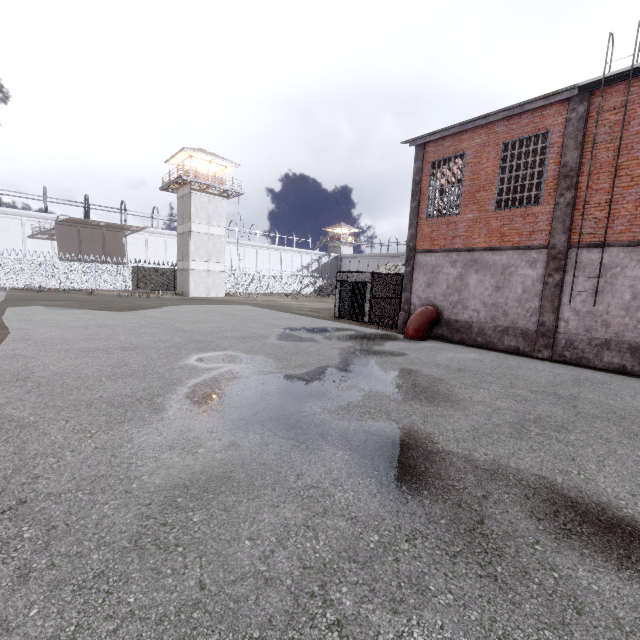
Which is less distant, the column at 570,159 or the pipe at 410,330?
the column at 570,159

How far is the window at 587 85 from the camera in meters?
9.9 m

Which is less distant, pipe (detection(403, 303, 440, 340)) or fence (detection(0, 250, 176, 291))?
pipe (detection(403, 303, 440, 340))

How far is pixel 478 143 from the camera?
13.1 meters

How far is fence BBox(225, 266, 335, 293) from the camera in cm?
4469

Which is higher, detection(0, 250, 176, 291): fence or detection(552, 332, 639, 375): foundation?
detection(0, 250, 176, 291): fence

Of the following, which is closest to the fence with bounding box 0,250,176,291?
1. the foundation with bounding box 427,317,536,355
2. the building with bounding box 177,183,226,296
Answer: the building with bounding box 177,183,226,296

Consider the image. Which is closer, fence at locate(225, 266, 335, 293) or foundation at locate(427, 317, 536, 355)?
foundation at locate(427, 317, 536, 355)
